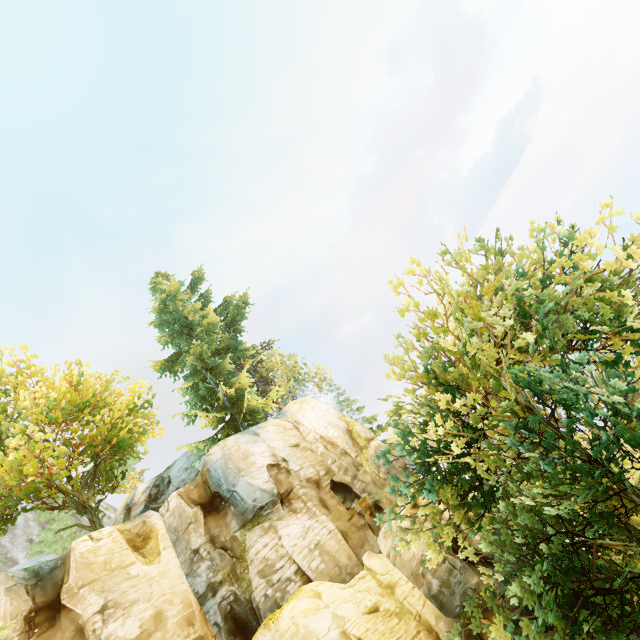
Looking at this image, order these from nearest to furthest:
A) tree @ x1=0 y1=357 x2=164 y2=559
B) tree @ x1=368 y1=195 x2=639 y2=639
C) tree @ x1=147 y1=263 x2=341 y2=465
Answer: tree @ x1=368 y1=195 x2=639 y2=639, tree @ x1=0 y1=357 x2=164 y2=559, tree @ x1=147 y1=263 x2=341 y2=465

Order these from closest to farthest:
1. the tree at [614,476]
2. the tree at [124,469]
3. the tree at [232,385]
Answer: the tree at [614,476]
the tree at [124,469]
the tree at [232,385]

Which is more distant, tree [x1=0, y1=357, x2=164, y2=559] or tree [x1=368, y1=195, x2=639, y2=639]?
tree [x1=0, y1=357, x2=164, y2=559]

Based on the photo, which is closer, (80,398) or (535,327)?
(535,327)

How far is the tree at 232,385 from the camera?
21.8m

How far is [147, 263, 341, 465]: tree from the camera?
21.8m

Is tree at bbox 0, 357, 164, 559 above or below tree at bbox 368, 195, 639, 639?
above
